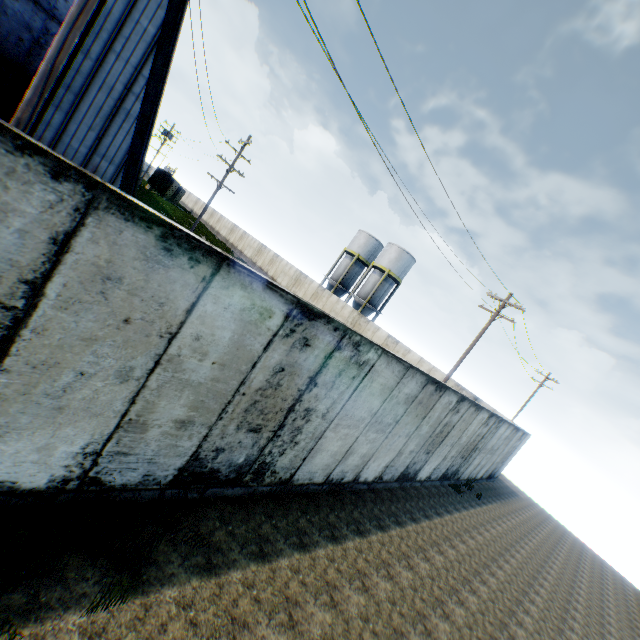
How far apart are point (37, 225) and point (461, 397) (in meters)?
10.07

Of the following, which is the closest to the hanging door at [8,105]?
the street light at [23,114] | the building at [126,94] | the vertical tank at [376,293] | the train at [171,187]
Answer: the building at [126,94]

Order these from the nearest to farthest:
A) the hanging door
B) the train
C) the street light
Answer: the street light, the hanging door, the train

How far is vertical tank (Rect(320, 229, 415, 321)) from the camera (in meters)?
37.66

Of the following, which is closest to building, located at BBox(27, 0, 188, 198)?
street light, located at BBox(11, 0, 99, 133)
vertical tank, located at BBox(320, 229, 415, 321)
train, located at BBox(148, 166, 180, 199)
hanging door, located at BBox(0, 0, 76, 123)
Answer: hanging door, located at BBox(0, 0, 76, 123)

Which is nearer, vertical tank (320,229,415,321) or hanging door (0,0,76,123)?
hanging door (0,0,76,123)

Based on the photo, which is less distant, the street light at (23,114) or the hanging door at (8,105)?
the street light at (23,114)
